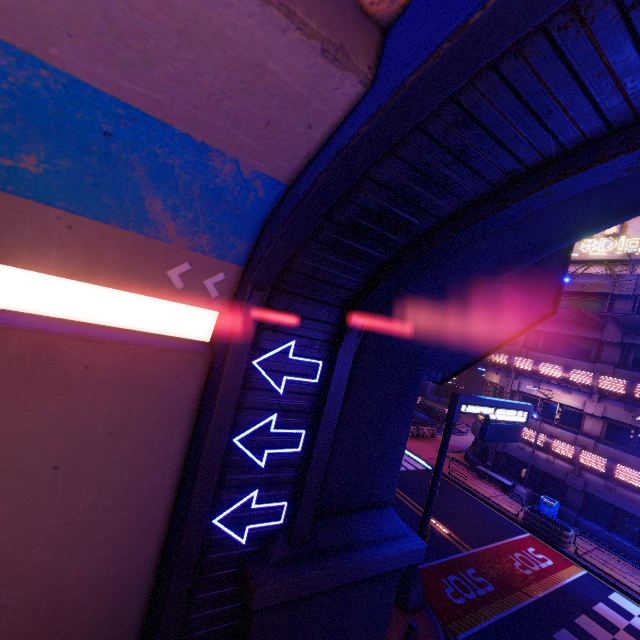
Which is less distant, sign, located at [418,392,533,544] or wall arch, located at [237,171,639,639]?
wall arch, located at [237,171,639,639]

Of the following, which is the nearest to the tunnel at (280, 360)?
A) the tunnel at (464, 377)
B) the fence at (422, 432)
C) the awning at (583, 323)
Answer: the awning at (583, 323)

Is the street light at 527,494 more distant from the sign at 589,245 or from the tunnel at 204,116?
the tunnel at 204,116

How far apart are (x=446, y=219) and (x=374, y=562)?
7.0 meters

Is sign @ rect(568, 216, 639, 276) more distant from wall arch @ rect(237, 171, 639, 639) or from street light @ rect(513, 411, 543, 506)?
wall arch @ rect(237, 171, 639, 639)

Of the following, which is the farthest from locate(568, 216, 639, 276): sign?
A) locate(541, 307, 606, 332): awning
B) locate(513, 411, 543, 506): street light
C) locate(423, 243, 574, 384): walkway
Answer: locate(423, 243, 574, 384): walkway

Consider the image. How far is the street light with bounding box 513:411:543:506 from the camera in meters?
20.8

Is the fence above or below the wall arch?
below
